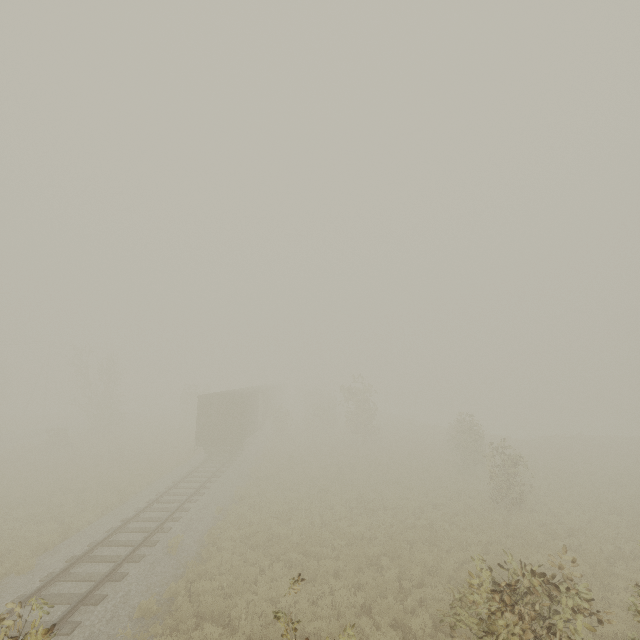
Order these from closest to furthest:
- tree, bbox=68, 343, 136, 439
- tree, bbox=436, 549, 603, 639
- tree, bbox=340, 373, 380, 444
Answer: tree, bbox=436, 549, 603, 639
tree, bbox=340, 373, 380, 444
tree, bbox=68, 343, 136, 439

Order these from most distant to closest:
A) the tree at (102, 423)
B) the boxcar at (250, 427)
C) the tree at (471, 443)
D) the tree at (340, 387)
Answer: the tree at (102, 423) → the tree at (340, 387) → the boxcar at (250, 427) → the tree at (471, 443)

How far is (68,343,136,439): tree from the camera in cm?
3525

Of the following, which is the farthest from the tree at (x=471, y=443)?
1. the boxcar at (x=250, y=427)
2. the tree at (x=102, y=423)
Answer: the tree at (x=102, y=423)

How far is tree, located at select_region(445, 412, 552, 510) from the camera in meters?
16.2 m

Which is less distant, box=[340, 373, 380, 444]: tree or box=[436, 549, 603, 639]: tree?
box=[436, 549, 603, 639]: tree

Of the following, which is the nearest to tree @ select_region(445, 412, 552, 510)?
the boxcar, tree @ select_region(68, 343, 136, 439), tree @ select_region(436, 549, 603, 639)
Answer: the boxcar

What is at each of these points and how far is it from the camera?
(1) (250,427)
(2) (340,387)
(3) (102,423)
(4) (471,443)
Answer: (1) boxcar, 27.8m
(2) tree, 33.9m
(3) tree, 35.9m
(4) tree, 22.6m
